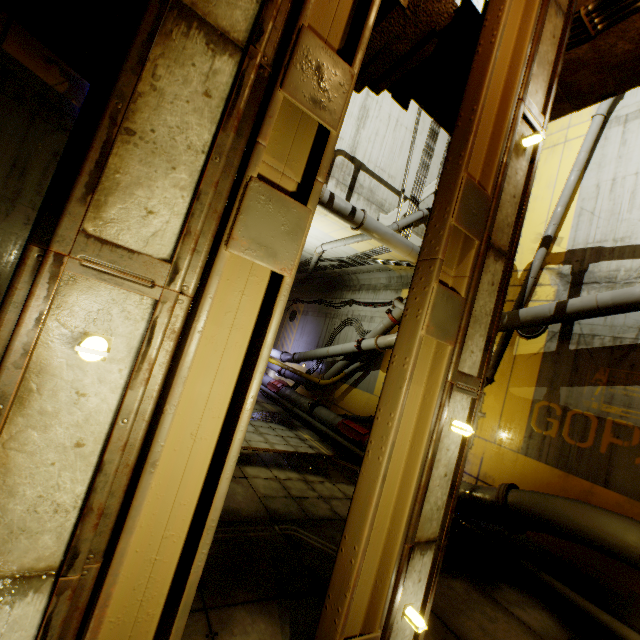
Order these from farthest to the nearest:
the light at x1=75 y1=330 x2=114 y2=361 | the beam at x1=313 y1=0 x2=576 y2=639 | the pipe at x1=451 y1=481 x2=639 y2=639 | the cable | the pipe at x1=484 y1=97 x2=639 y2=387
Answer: the cable < the pipe at x1=484 y1=97 x2=639 y2=387 < the pipe at x1=451 y1=481 x2=639 y2=639 < the beam at x1=313 y1=0 x2=576 y2=639 < the light at x1=75 y1=330 x2=114 y2=361

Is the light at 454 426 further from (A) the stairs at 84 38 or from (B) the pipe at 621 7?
(B) the pipe at 621 7

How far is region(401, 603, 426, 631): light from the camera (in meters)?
2.83

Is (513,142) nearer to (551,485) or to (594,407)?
(594,407)

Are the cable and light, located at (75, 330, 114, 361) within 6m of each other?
no

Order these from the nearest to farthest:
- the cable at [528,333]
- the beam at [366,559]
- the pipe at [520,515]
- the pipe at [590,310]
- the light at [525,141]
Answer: the beam at [366,559], the light at [525,141], the pipe at [520,515], the pipe at [590,310], the cable at [528,333]

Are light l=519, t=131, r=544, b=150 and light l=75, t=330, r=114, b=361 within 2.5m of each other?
no

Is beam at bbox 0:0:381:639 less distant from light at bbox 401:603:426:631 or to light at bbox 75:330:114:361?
light at bbox 75:330:114:361
